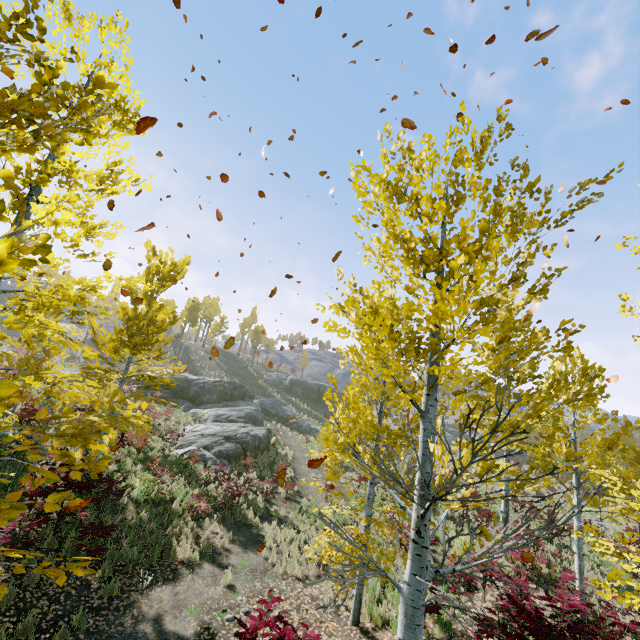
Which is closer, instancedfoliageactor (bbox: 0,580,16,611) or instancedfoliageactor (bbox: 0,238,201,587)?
instancedfoliageactor (bbox: 0,580,16,611)

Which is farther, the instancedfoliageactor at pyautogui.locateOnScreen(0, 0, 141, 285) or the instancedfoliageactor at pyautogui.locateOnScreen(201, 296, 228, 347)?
the instancedfoliageactor at pyautogui.locateOnScreen(201, 296, 228, 347)

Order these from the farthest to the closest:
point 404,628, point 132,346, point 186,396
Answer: point 186,396, point 132,346, point 404,628

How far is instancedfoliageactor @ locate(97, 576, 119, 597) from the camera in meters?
7.1 m

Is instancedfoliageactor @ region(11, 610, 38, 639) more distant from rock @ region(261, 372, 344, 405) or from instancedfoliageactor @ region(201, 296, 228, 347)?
instancedfoliageactor @ region(201, 296, 228, 347)

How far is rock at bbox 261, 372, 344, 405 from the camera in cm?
4753

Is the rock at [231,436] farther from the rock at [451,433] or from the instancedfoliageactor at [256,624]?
the rock at [451,433]

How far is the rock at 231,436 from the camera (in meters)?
18.06
